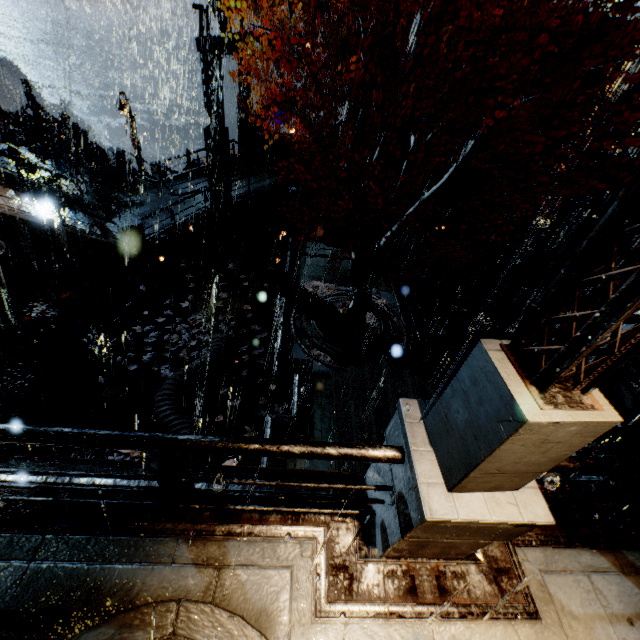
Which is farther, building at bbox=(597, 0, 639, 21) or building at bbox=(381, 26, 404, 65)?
building at bbox=(597, 0, 639, 21)

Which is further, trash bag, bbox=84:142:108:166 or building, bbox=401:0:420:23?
trash bag, bbox=84:142:108:166

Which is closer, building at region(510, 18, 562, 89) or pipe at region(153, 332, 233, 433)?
pipe at region(153, 332, 233, 433)

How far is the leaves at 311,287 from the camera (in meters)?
13.56

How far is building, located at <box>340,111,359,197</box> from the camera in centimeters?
1644cm

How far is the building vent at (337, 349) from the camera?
11.4m

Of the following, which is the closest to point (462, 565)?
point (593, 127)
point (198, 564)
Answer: point (198, 564)
